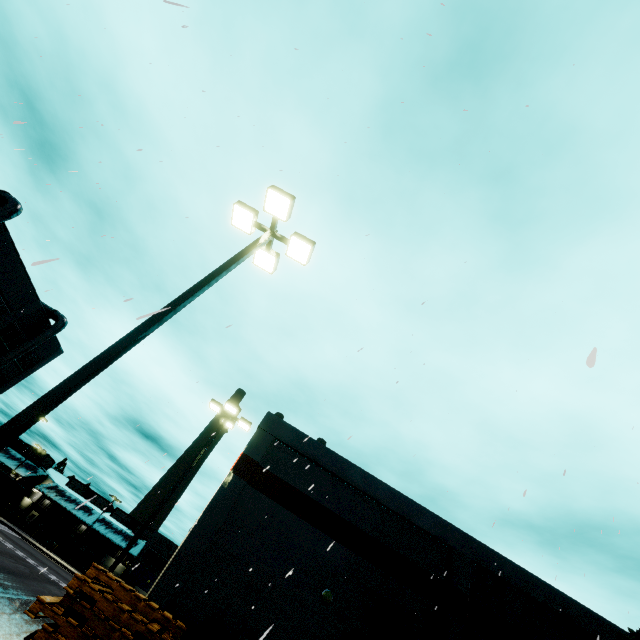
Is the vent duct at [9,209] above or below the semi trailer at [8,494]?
above

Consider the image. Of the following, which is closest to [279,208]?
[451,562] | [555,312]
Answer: [555,312]

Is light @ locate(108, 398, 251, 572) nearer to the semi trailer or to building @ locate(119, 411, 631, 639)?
building @ locate(119, 411, 631, 639)

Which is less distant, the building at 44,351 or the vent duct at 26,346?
the vent duct at 26,346

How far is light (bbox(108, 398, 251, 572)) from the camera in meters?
12.0

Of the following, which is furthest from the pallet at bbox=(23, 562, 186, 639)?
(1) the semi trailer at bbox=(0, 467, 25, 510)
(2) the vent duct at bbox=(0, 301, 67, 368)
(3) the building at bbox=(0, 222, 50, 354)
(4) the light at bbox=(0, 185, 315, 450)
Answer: (2) the vent duct at bbox=(0, 301, 67, 368)

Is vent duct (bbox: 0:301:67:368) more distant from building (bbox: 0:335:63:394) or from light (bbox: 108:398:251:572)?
light (bbox: 108:398:251:572)

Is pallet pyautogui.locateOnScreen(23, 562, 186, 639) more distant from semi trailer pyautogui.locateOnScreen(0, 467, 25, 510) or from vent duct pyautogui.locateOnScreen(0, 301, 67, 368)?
vent duct pyautogui.locateOnScreen(0, 301, 67, 368)
